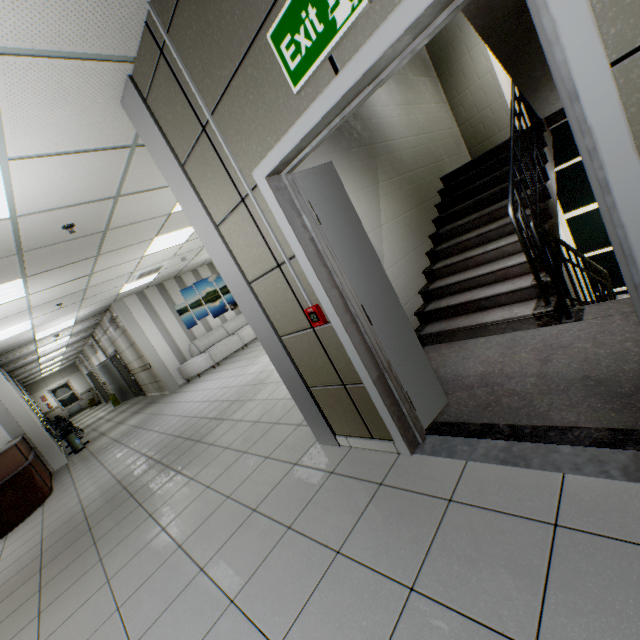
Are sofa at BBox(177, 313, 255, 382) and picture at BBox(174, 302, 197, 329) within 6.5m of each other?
yes

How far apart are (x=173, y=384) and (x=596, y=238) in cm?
1139

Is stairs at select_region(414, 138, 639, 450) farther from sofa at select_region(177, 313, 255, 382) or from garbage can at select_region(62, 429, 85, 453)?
garbage can at select_region(62, 429, 85, 453)

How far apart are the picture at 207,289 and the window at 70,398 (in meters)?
18.25

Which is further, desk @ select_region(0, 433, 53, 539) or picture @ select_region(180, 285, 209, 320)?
picture @ select_region(180, 285, 209, 320)

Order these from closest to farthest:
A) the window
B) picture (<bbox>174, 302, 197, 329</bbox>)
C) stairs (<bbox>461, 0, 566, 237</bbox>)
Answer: stairs (<bbox>461, 0, 566, 237</bbox>), picture (<bbox>174, 302, 197, 329</bbox>), the window

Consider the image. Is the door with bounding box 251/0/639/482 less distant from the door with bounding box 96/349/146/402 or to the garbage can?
the garbage can

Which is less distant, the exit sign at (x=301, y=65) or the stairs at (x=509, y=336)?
the exit sign at (x=301, y=65)
